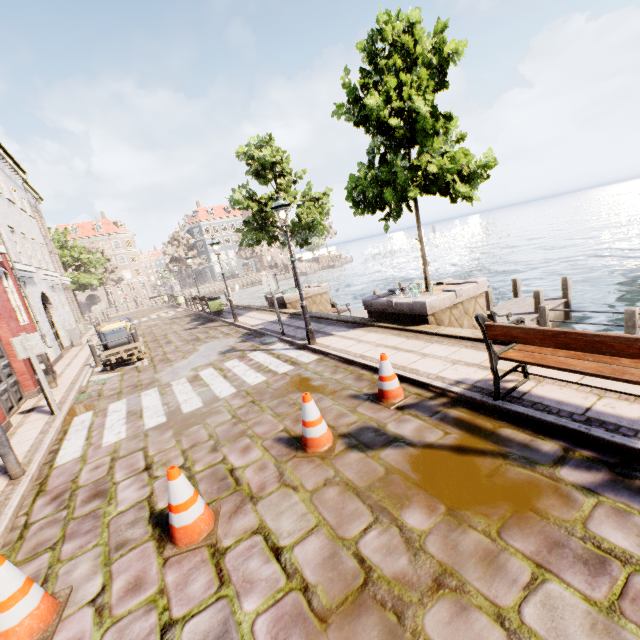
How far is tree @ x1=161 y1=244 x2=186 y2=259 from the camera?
58.45m

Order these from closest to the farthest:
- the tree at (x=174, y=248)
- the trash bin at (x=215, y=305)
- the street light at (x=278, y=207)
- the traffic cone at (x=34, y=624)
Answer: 1. the traffic cone at (x=34, y=624)
2. the street light at (x=278, y=207)
3. the trash bin at (x=215, y=305)
4. the tree at (x=174, y=248)

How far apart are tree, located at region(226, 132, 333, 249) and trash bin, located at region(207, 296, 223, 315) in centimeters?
397cm

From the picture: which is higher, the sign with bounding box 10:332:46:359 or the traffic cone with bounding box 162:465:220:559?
the sign with bounding box 10:332:46:359

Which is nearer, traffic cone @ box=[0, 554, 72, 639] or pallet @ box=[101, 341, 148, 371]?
traffic cone @ box=[0, 554, 72, 639]

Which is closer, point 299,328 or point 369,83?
point 369,83

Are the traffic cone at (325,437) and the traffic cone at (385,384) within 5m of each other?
yes

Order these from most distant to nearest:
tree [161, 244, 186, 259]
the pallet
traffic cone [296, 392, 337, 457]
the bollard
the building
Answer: tree [161, 244, 186, 259]
the pallet
the building
the bollard
traffic cone [296, 392, 337, 457]
